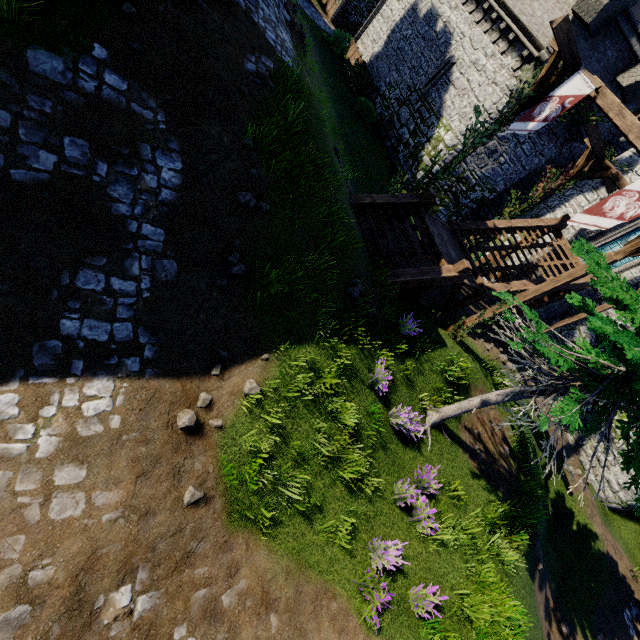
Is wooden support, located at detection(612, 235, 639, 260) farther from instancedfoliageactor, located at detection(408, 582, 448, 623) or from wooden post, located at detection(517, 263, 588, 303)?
instancedfoliageactor, located at detection(408, 582, 448, 623)

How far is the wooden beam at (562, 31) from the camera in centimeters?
822cm

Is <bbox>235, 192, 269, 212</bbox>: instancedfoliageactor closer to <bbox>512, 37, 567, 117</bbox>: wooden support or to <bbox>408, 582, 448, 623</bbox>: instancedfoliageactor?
<bbox>408, 582, 448, 623</bbox>: instancedfoliageactor

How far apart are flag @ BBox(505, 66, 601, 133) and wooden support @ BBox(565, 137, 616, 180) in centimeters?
510cm

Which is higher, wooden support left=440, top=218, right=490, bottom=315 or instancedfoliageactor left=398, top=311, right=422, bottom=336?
instancedfoliageactor left=398, top=311, right=422, bottom=336

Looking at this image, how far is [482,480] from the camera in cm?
927

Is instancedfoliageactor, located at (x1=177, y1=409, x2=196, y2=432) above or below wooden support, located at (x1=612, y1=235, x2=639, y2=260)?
below

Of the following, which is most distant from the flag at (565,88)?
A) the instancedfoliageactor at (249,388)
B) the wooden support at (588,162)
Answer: the instancedfoliageactor at (249,388)
